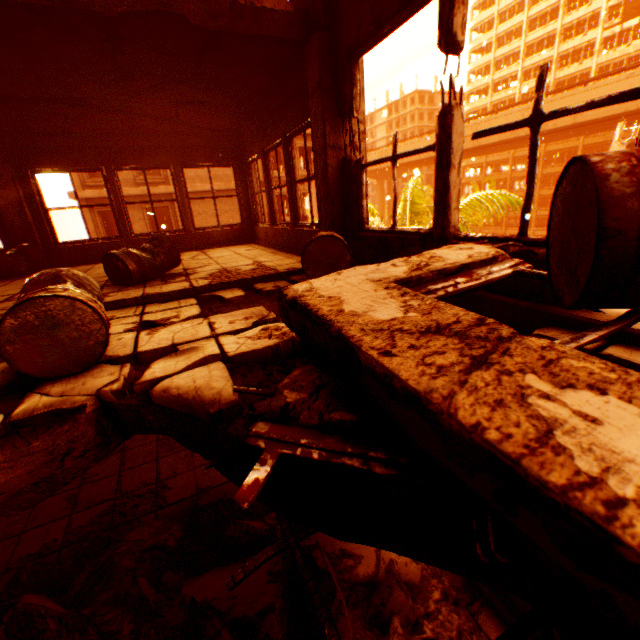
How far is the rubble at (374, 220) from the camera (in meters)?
17.66

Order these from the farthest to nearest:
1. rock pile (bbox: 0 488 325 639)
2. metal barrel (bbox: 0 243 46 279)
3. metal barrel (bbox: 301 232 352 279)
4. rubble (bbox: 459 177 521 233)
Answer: rubble (bbox: 459 177 521 233), metal barrel (bbox: 0 243 46 279), metal barrel (bbox: 301 232 352 279), rock pile (bbox: 0 488 325 639)

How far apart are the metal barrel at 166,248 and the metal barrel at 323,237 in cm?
199

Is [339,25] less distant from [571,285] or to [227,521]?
[571,285]

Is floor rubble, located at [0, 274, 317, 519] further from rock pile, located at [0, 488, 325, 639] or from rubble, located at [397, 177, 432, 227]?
rubble, located at [397, 177, 432, 227]

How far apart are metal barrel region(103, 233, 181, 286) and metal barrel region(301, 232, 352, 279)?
1.99m

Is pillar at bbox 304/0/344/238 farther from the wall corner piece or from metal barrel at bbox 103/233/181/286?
metal barrel at bbox 103/233/181/286

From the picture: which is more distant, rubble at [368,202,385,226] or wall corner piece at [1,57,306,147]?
rubble at [368,202,385,226]
